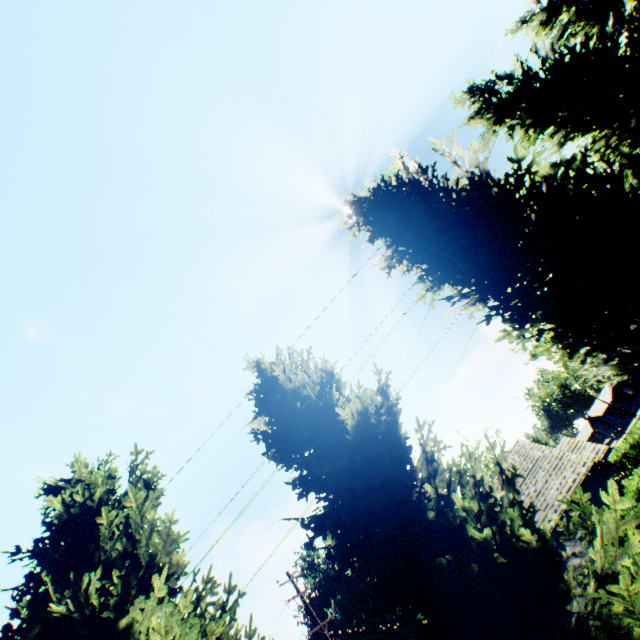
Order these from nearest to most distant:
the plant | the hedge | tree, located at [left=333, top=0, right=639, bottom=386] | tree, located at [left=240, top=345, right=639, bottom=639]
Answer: tree, located at [left=240, top=345, right=639, bottom=639]
tree, located at [left=333, top=0, right=639, bottom=386]
the hedge
the plant

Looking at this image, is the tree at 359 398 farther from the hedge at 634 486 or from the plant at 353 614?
the hedge at 634 486

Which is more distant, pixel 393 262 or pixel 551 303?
pixel 393 262

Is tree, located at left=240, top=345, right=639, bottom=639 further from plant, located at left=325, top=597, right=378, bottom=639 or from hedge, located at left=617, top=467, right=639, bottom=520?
hedge, located at left=617, top=467, right=639, bottom=520

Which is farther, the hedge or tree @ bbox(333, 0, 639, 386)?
the hedge
